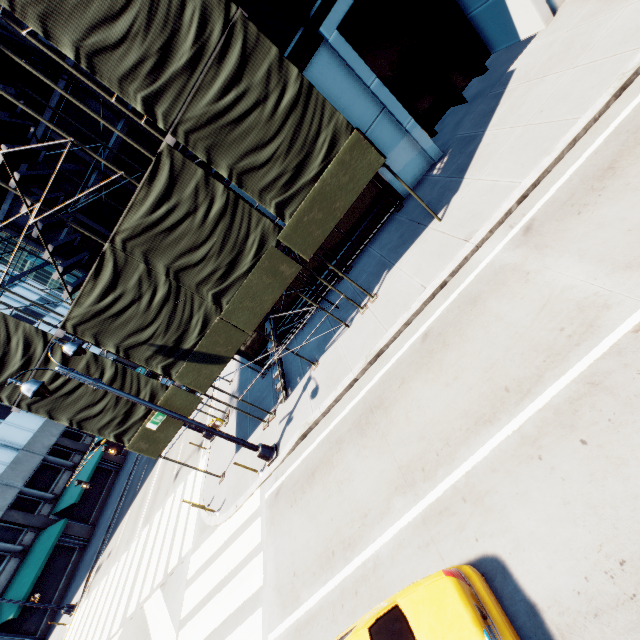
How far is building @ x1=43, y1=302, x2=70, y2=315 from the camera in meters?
46.8

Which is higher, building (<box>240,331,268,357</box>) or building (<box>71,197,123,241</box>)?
building (<box>71,197,123,241</box>)

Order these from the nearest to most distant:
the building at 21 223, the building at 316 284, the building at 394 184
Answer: the building at 21 223 < the building at 394 184 < the building at 316 284

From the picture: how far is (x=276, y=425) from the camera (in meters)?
12.21

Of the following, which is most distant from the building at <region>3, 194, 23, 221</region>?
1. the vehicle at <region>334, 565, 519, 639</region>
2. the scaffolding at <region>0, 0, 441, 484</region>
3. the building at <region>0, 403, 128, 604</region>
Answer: the building at <region>0, 403, 128, 604</region>

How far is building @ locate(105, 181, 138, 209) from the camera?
11.7m

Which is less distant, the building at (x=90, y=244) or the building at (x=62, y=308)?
the building at (x=90, y=244)

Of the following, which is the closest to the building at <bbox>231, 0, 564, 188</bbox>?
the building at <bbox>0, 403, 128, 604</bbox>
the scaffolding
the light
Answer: the scaffolding
